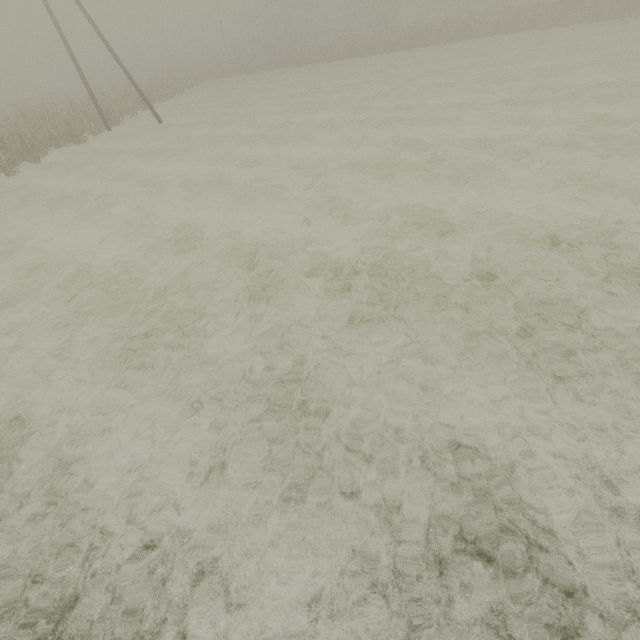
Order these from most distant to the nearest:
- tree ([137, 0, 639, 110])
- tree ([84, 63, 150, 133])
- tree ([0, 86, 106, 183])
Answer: tree ([137, 0, 639, 110])
tree ([84, 63, 150, 133])
tree ([0, 86, 106, 183])

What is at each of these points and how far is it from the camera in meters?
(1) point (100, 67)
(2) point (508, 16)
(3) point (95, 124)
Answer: (1) tree, 52.5 m
(2) tree, 28.5 m
(3) tree, 19.8 m

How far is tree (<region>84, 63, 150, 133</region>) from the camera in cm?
2234

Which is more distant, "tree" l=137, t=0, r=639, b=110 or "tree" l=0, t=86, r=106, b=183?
"tree" l=137, t=0, r=639, b=110

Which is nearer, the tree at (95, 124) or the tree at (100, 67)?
the tree at (95, 124)
